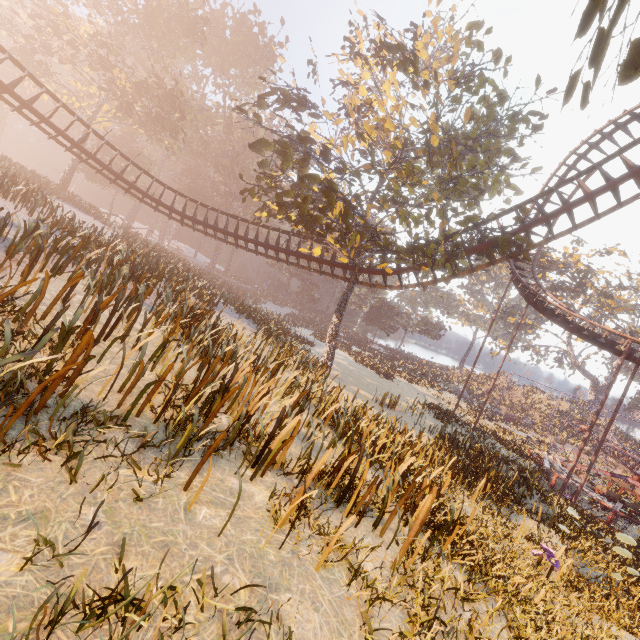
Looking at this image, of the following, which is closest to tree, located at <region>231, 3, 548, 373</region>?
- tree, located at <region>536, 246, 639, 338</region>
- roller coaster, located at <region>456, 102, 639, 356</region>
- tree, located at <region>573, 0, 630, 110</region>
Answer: roller coaster, located at <region>456, 102, 639, 356</region>

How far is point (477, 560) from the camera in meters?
6.3 m

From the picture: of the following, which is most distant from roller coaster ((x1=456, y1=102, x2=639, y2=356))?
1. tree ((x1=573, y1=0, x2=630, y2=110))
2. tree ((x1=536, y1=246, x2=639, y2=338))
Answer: tree ((x1=536, y1=246, x2=639, y2=338))

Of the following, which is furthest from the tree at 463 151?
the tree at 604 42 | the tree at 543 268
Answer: the tree at 543 268

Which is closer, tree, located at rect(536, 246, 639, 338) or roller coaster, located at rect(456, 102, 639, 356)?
roller coaster, located at rect(456, 102, 639, 356)

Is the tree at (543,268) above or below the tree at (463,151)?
above

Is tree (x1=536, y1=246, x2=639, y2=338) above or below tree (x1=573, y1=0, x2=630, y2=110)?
above

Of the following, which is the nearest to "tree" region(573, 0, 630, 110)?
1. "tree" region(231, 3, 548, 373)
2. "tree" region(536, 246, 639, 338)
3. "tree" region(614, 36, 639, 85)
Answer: "tree" region(614, 36, 639, 85)
